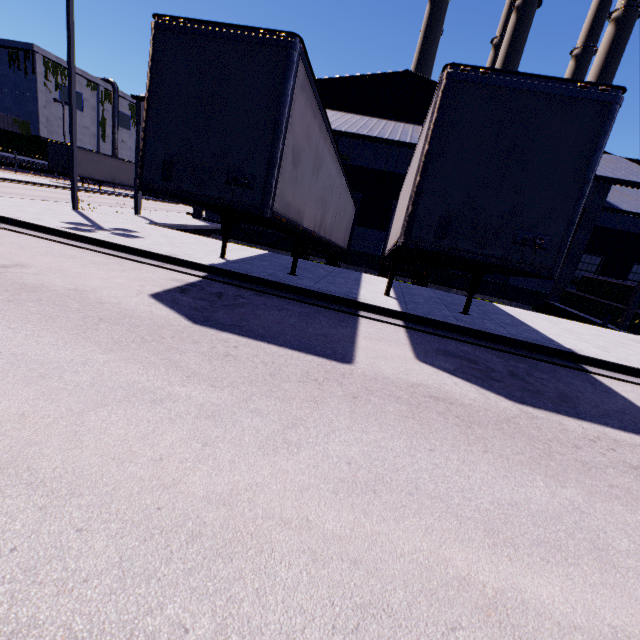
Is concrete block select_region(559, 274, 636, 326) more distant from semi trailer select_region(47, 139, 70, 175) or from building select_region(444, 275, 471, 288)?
A: semi trailer select_region(47, 139, 70, 175)

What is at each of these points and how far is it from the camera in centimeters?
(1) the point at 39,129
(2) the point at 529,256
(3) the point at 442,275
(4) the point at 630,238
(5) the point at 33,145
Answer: (1) building, 4481cm
(2) semi trailer, 527cm
(3) building, 2038cm
(4) building, 2302cm
(5) cargo container, 3784cm

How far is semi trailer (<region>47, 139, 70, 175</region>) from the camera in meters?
30.4 m

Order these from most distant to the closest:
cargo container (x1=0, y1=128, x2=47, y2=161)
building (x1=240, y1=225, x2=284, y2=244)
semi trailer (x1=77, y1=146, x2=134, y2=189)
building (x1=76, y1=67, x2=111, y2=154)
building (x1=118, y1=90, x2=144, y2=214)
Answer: building (x1=76, y1=67, x2=111, y2=154), cargo container (x1=0, y1=128, x2=47, y2=161), semi trailer (x1=77, y1=146, x2=134, y2=189), building (x1=240, y1=225, x2=284, y2=244), building (x1=118, y1=90, x2=144, y2=214)

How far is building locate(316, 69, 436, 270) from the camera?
15.5 meters

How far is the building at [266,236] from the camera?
21.7 meters

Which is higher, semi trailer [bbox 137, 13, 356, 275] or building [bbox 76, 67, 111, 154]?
building [bbox 76, 67, 111, 154]

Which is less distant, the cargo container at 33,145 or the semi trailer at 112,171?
the semi trailer at 112,171
